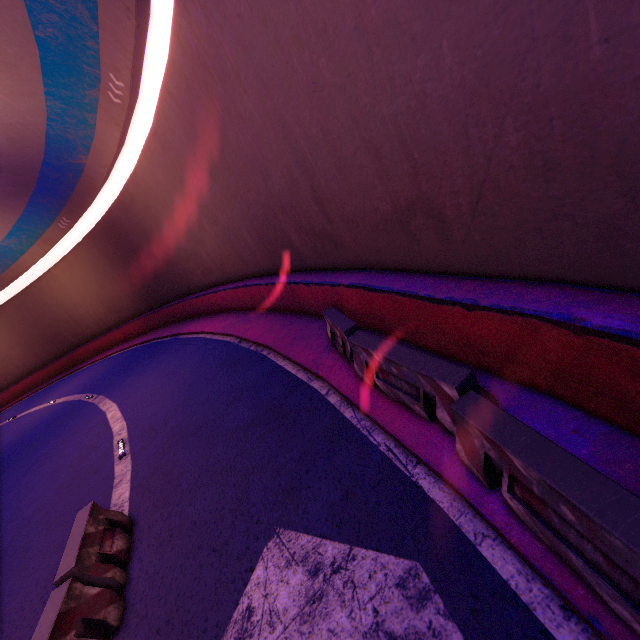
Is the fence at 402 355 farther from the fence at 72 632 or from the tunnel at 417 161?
the fence at 72 632

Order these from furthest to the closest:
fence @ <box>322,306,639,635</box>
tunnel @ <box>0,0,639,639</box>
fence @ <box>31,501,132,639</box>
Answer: fence @ <box>31,501,132,639</box> < tunnel @ <box>0,0,639,639</box> < fence @ <box>322,306,639,635</box>

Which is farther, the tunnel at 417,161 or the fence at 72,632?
the fence at 72,632

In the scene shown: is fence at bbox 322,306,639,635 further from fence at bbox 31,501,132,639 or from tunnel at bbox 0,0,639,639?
fence at bbox 31,501,132,639

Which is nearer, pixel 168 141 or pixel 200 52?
pixel 200 52

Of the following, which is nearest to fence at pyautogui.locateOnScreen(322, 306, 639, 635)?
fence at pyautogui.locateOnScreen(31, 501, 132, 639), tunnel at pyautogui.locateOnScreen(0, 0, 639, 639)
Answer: tunnel at pyautogui.locateOnScreen(0, 0, 639, 639)

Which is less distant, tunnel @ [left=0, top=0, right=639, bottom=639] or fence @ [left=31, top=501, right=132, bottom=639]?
tunnel @ [left=0, top=0, right=639, bottom=639]
